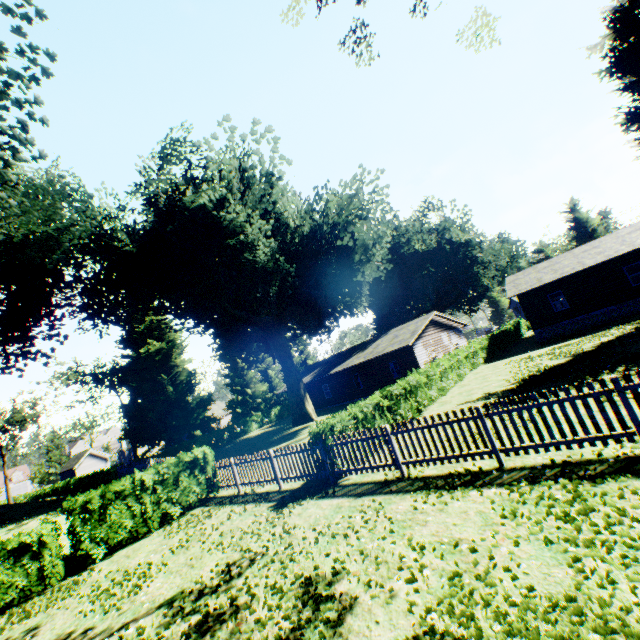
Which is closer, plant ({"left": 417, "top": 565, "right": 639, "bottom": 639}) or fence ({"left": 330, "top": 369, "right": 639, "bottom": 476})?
plant ({"left": 417, "top": 565, "right": 639, "bottom": 639})

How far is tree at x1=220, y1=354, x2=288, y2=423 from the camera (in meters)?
44.28

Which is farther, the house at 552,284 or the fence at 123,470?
the house at 552,284

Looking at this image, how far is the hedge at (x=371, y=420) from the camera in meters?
10.8 m

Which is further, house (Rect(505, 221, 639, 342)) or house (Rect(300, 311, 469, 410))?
house (Rect(300, 311, 469, 410))

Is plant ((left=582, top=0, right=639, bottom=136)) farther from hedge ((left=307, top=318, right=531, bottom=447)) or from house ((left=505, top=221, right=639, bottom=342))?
hedge ((left=307, top=318, right=531, bottom=447))

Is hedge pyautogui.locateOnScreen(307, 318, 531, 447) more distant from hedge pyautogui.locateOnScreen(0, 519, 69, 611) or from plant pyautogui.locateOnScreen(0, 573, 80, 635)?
hedge pyautogui.locateOnScreen(0, 519, 69, 611)

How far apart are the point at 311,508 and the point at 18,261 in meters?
28.7 m
